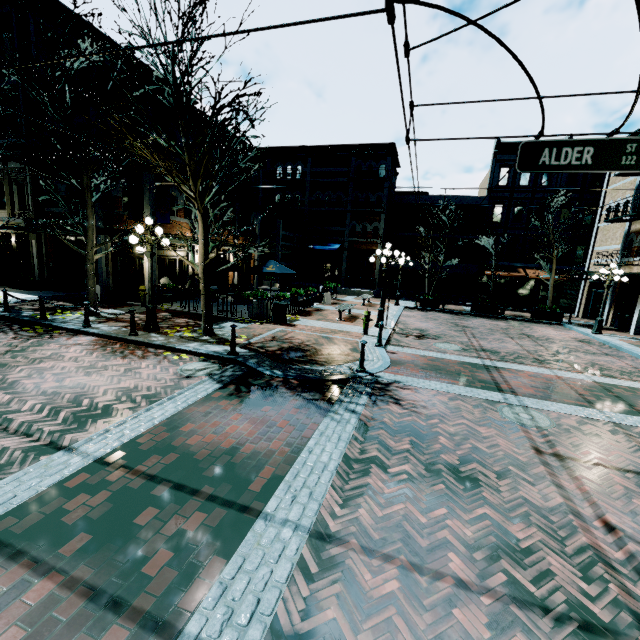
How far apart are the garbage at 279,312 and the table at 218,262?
4.6m

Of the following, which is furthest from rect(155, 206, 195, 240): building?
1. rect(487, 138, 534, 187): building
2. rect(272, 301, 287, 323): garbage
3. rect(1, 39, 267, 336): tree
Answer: rect(487, 138, 534, 187): building

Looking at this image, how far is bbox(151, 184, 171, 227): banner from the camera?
14.2m

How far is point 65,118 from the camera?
10.76m

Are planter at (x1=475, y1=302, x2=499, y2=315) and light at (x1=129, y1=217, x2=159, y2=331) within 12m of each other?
no

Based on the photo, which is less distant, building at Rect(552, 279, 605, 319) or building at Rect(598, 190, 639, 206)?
building at Rect(598, 190, 639, 206)

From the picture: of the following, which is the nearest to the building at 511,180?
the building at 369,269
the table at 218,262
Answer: the building at 369,269

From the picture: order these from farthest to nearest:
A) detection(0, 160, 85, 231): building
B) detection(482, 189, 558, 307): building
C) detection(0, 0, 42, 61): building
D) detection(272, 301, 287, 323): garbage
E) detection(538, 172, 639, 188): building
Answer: detection(482, 189, 558, 307): building → detection(538, 172, 639, 188): building → detection(0, 160, 85, 231): building → detection(0, 0, 42, 61): building → detection(272, 301, 287, 323): garbage
